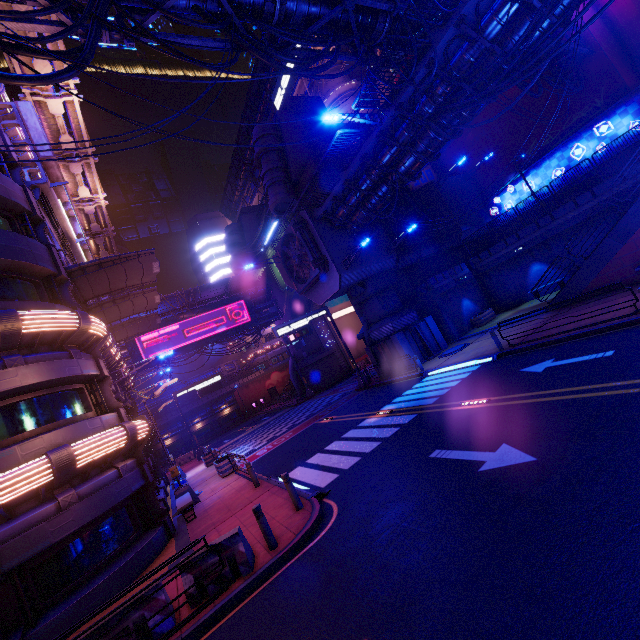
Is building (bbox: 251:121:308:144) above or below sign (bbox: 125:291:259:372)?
above

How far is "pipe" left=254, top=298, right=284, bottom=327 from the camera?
40.8m

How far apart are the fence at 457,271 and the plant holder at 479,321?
3.3m

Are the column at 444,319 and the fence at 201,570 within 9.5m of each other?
no

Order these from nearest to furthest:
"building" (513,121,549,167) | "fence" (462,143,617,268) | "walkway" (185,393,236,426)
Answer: "fence" (462,143,617,268) → "building" (513,121,549,167) → "walkway" (185,393,236,426)

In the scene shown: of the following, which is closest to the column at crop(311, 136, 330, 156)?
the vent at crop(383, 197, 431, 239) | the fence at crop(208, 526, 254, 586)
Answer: the vent at crop(383, 197, 431, 239)

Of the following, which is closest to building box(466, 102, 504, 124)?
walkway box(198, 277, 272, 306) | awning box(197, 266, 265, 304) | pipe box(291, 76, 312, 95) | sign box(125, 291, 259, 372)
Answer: pipe box(291, 76, 312, 95)

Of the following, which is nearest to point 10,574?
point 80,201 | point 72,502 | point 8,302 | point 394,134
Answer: point 72,502
